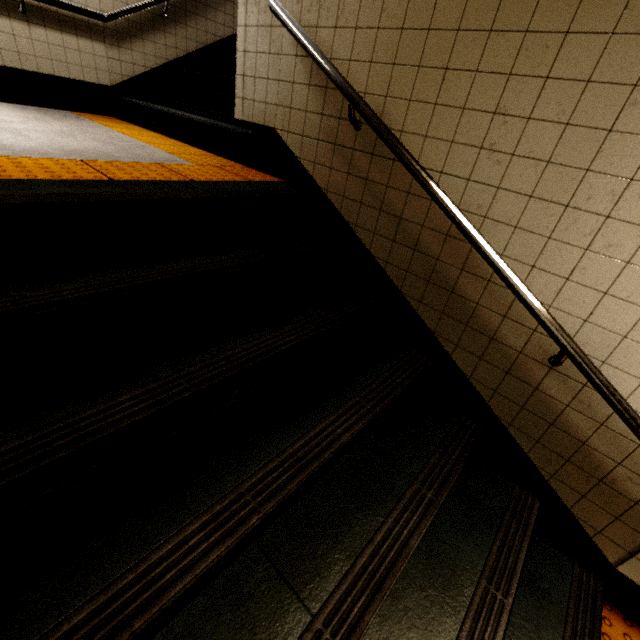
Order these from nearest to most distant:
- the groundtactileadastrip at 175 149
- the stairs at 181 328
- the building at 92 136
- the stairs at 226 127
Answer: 1. the stairs at 181 328
2. the groundtactileadastrip at 175 149
3. the building at 92 136
4. the stairs at 226 127

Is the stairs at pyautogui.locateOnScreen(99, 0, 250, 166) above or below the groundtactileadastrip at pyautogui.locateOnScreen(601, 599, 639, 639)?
above

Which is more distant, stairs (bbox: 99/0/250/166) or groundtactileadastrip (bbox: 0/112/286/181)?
stairs (bbox: 99/0/250/166)

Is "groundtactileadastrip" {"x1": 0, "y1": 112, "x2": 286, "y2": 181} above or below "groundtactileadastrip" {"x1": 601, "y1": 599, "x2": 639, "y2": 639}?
above

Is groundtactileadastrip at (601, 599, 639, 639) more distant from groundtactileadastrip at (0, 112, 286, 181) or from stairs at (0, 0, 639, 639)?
groundtactileadastrip at (0, 112, 286, 181)

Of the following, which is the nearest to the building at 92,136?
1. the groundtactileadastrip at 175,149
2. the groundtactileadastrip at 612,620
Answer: the groundtactileadastrip at 175,149

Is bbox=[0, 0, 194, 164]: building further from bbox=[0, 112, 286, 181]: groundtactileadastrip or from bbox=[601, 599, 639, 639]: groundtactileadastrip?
bbox=[601, 599, 639, 639]: groundtactileadastrip

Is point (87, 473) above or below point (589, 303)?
below
